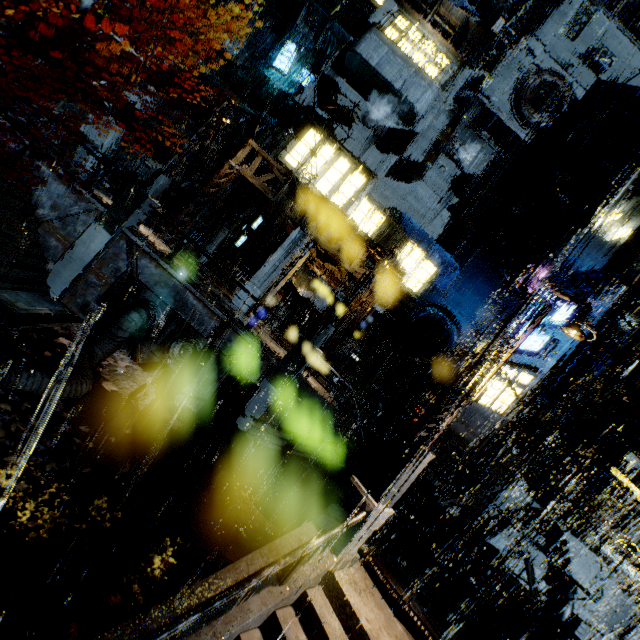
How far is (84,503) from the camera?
7.6 meters

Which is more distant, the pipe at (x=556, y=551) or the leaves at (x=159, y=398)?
the pipe at (x=556, y=551)

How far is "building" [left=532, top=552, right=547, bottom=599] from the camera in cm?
1563

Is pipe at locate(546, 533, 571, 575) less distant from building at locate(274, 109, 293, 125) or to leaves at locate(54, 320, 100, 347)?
building at locate(274, 109, 293, 125)

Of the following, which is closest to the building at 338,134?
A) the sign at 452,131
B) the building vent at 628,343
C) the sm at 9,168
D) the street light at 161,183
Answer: the building vent at 628,343

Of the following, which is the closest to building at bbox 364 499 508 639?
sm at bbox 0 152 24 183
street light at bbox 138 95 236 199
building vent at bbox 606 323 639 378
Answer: building vent at bbox 606 323 639 378

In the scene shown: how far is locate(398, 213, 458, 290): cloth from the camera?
22.4 meters

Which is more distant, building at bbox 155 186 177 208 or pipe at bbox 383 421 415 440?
building at bbox 155 186 177 208
